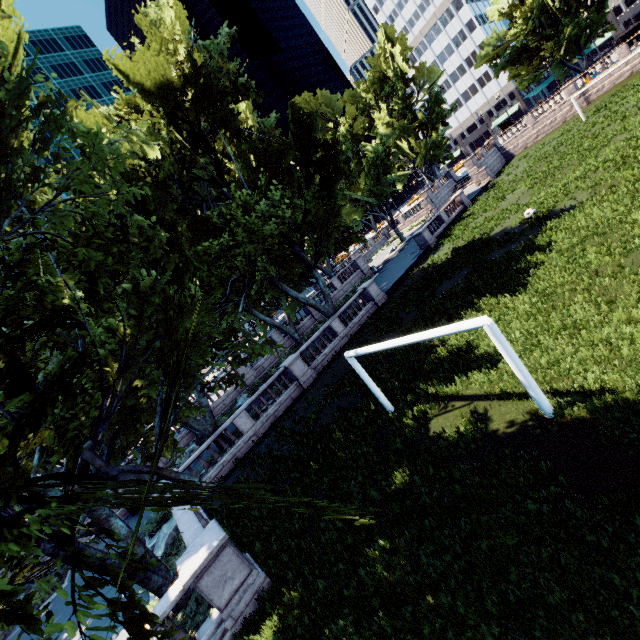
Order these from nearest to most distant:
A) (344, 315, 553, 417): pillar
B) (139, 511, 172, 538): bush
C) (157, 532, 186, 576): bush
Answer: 1. (344, 315, 553, 417): pillar
2. (157, 532, 186, 576): bush
3. (139, 511, 172, 538): bush

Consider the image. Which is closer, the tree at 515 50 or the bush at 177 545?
the bush at 177 545

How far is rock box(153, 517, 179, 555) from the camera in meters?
13.9 m

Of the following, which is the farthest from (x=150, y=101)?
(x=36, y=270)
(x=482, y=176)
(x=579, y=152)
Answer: (x=482, y=176)

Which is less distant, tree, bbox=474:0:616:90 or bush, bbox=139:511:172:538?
bush, bbox=139:511:172:538

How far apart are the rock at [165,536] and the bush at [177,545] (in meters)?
0.03

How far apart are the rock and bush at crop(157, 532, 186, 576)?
0.03m
